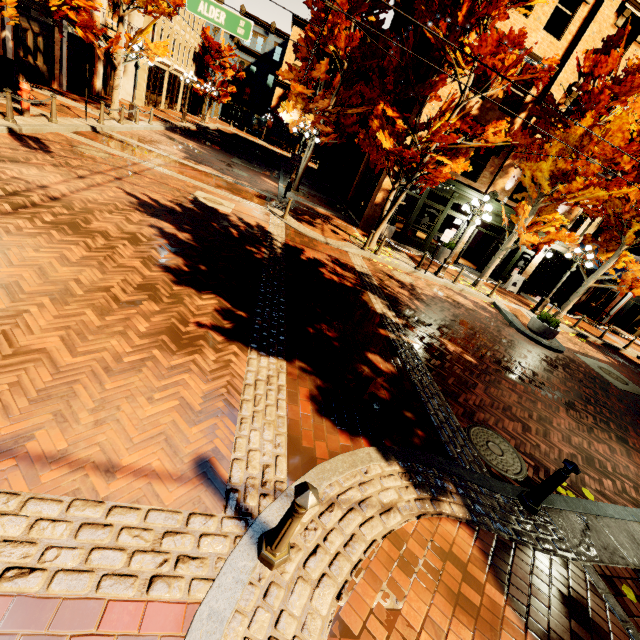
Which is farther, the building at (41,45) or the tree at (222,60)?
the tree at (222,60)

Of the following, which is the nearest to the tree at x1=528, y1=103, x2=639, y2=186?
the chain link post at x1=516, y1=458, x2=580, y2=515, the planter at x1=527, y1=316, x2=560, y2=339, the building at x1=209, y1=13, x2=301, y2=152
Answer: the chain link post at x1=516, y1=458, x2=580, y2=515

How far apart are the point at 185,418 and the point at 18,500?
1.40m

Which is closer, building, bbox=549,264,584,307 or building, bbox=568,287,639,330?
building, bbox=549,264,584,307

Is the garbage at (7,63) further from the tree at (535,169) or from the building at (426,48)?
the building at (426,48)

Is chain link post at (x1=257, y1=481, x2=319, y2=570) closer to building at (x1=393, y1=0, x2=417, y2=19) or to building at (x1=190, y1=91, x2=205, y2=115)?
building at (x1=393, y1=0, x2=417, y2=19)

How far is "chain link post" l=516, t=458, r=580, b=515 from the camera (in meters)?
3.89

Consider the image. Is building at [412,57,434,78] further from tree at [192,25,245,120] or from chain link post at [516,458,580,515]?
chain link post at [516,458,580,515]
